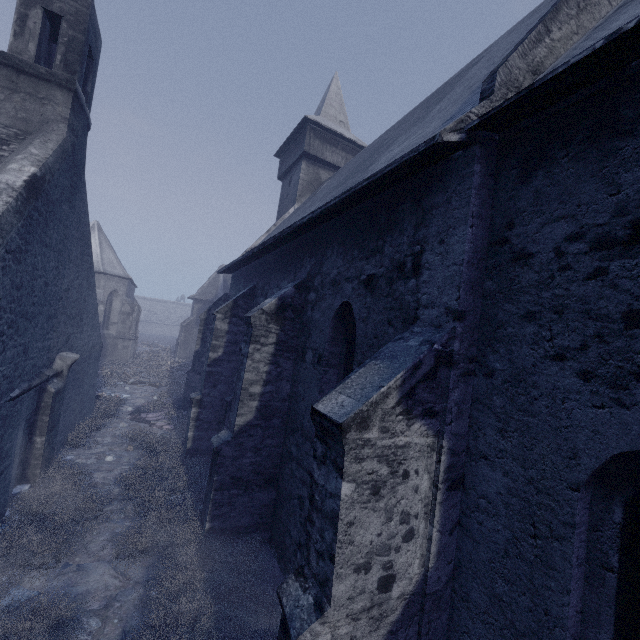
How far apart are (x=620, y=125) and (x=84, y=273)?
12.4 meters

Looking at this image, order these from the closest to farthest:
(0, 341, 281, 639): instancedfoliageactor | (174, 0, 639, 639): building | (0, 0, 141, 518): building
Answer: (174, 0, 639, 639): building
(0, 341, 281, 639): instancedfoliageactor
(0, 0, 141, 518): building

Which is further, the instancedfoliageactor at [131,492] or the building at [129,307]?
the building at [129,307]

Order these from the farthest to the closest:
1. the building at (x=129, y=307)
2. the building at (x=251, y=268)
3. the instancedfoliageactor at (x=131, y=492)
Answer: the building at (x=129, y=307), the instancedfoliageactor at (x=131, y=492), the building at (x=251, y=268)

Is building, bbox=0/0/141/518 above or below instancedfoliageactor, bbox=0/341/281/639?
above

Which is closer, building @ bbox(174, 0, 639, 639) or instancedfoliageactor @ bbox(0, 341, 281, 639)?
building @ bbox(174, 0, 639, 639)

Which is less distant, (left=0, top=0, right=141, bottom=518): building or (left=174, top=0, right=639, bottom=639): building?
(left=174, top=0, right=639, bottom=639): building
